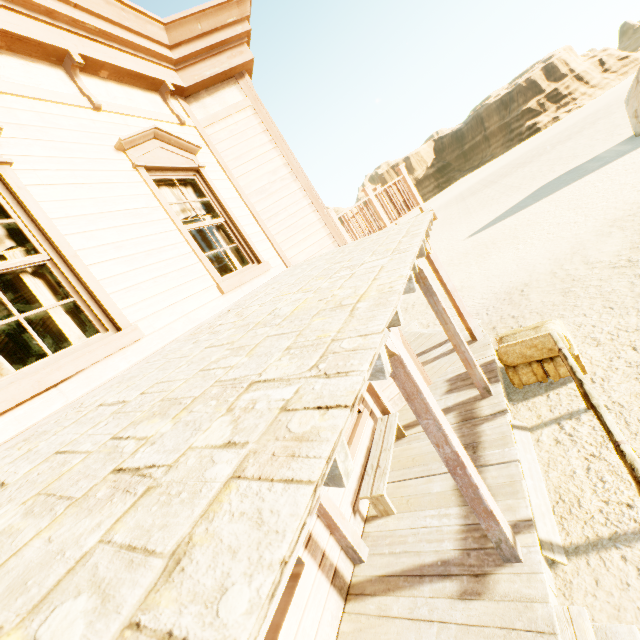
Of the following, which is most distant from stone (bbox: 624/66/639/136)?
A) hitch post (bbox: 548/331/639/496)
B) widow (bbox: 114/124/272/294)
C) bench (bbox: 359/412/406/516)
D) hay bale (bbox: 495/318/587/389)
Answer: widow (bbox: 114/124/272/294)

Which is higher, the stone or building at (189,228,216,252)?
building at (189,228,216,252)

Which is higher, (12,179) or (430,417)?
(12,179)

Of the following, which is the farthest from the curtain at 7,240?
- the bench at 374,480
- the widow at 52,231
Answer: the bench at 374,480

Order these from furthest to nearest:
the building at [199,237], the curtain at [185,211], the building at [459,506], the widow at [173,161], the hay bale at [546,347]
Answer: the building at [199,237] < the hay bale at [546,347] < the curtain at [185,211] < the widow at [173,161] < the building at [459,506]

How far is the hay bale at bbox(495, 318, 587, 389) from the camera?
5.13m

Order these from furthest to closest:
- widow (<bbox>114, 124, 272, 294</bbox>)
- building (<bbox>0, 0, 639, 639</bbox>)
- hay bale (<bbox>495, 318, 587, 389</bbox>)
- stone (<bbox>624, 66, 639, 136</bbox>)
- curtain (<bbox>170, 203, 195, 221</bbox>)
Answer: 1. stone (<bbox>624, 66, 639, 136</bbox>)
2. hay bale (<bbox>495, 318, 587, 389</bbox>)
3. curtain (<bbox>170, 203, 195, 221</bbox>)
4. widow (<bbox>114, 124, 272, 294</bbox>)
5. building (<bbox>0, 0, 639, 639</bbox>)

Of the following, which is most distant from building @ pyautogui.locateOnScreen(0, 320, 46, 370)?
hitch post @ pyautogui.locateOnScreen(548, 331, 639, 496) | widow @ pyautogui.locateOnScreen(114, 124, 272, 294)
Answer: hitch post @ pyautogui.locateOnScreen(548, 331, 639, 496)
